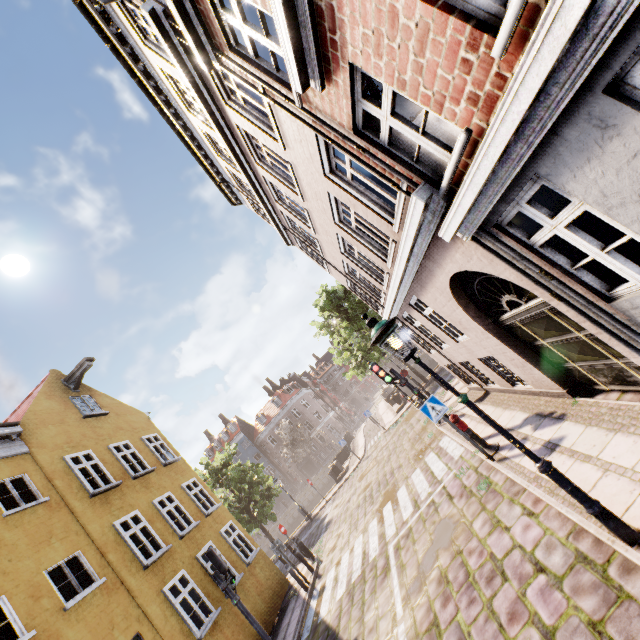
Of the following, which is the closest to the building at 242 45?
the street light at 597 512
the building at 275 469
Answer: the street light at 597 512

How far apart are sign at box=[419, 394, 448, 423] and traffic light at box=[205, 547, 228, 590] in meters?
7.3 m

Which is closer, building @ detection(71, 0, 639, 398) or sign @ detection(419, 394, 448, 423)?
building @ detection(71, 0, 639, 398)

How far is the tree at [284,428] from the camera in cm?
4369

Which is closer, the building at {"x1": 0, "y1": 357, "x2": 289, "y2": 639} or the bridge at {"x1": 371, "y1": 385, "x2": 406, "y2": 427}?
the building at {"x1": 0, "y1": 357, "x2": 289, "y2": 639}

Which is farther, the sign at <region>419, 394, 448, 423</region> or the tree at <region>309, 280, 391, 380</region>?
the tree at <region>309, 280, 391, 380</region>

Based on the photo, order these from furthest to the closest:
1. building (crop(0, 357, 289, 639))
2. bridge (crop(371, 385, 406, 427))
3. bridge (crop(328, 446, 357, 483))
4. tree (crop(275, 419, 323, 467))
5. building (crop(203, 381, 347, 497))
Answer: building (crop(203, 381, 347, 497)) → tree (crop(275, 419, 323, 467)) → bridge (crop(371, 385, 406, 427)) → bridge (crop(328, 446, 357, 483)) → building (crop(0, 357, 289, 639))

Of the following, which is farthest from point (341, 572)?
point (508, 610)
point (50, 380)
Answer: point (50, 380)
